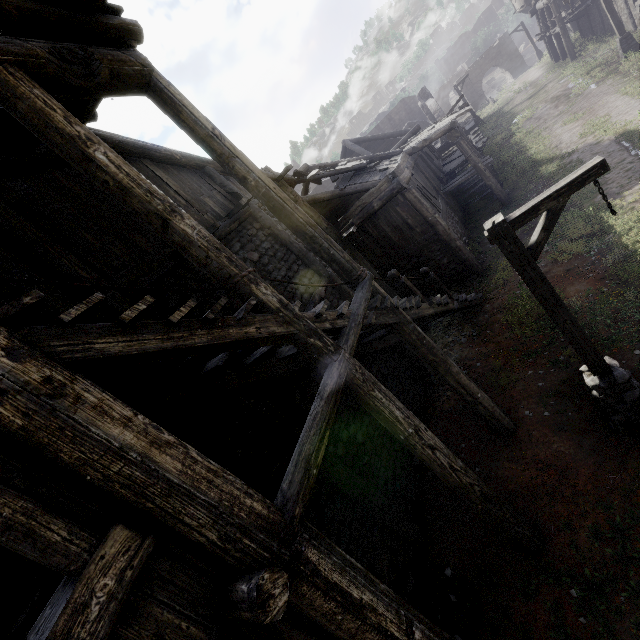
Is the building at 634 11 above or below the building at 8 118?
below

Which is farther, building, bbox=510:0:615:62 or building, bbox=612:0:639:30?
building, bbox=510:0:615:62

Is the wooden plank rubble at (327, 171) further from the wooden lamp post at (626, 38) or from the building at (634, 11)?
the wooden lamp post at (626, 38)

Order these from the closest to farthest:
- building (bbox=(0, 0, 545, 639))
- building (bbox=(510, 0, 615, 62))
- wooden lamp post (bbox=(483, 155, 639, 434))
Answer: building (bbox=(0, 0, 545, 639)), wooden lamp post (bbox=(483, 155, 639, 434)), building (bbox=(510, 0, 615, 62))

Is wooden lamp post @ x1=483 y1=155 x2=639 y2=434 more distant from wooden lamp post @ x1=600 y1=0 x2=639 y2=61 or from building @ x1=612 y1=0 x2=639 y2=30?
wooden lamp post @ x1=600 y1=0 x2=639 y2=61

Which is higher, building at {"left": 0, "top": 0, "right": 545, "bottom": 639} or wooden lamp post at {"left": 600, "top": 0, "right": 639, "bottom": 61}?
building at {"left": 0, "top": 0, "right": 545, "bottom": 639}

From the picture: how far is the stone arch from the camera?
43.12m

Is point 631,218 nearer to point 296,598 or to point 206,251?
point 206,251
